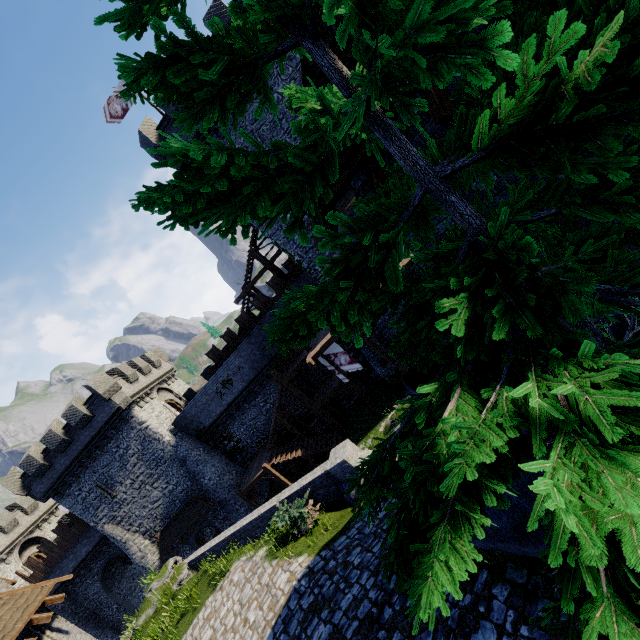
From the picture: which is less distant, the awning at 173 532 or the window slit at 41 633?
the window slit at 41 633

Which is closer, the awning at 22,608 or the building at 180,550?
the awning at 22,608

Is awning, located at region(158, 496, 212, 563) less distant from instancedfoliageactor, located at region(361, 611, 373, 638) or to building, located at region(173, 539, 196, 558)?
building, located at region(173, 539, 196, 558)

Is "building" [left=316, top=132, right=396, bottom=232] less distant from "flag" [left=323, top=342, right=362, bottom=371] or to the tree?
the tree

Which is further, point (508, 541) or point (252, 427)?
point (252, 427)

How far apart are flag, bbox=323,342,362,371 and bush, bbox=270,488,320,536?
9.2m

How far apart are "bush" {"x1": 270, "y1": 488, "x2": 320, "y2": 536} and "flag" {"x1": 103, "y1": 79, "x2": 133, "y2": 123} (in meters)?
23.26

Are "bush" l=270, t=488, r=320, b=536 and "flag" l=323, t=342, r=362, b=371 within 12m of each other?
yes
